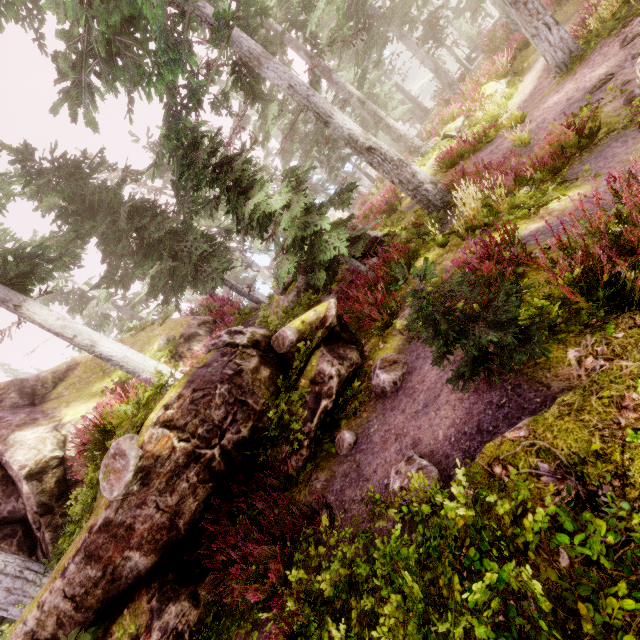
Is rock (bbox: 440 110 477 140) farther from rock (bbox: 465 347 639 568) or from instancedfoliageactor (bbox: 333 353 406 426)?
rock (bbox: 465 347 639 568)

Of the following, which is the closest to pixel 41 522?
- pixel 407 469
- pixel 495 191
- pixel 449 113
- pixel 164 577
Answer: pixel 164 577

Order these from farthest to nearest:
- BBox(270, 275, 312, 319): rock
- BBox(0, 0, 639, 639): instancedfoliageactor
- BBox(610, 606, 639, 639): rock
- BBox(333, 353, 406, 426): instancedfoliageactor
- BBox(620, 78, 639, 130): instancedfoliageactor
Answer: BBox(270, 275, 312, 319): rock
BBox(333, 353, 406, 426): instancedfoliageactor
BBox(0, 0, 639, 639): instancedfoliageactor
BBox(620, 78, 639, 130): instancedfoliageactor
BBox(610, 606, 639, 639): rock

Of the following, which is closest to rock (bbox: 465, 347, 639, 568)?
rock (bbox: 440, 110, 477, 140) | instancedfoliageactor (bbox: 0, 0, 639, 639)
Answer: instancedfoliageactor (bbox: 0, 0, 639, 639)

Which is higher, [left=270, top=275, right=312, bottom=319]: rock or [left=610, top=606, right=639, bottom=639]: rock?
[left=270, top=275, right=312, bottom=319]: rock

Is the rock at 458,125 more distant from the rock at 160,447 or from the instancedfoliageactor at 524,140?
the rock at 160,447

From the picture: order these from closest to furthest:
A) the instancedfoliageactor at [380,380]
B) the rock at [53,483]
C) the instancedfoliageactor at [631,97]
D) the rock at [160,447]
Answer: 1. the instancedfoliageactor at [631,97]
2. the rock at [160,447]
3. the instancedfoliageactor at [380,380]
4. the rock at [53,483]
